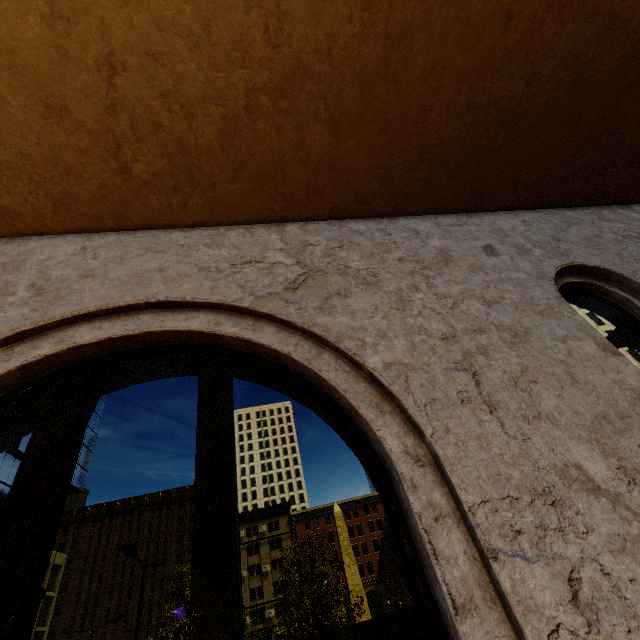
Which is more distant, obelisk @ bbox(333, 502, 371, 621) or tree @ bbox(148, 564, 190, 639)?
obelisk @ bbox(333, 502, 371, 621)

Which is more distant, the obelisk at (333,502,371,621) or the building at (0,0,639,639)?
the obelisk at (333,502,371,621)

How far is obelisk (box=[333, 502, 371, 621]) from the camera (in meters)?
27.34

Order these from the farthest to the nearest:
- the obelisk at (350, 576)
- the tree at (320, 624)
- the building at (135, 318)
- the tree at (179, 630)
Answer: the obelisk at (350, 576) → the tree at (320, 624) → the tree at (179, 630) → the building at (135, 318)

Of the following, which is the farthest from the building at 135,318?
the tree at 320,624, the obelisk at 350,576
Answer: the obelisk at 350,576

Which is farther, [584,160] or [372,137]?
[584,160]

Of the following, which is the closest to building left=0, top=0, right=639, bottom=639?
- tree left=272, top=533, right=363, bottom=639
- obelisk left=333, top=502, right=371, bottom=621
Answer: tree left=272, top=533, right=363, bottom=639

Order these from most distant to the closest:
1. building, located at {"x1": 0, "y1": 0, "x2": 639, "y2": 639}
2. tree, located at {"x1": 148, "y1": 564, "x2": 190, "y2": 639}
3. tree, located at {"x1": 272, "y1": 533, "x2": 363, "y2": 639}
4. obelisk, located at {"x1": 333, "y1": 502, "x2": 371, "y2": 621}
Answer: obelisk, located at {"x1": 333, "y1": 502, "x2": 371, "y2": 621} → tree, located at {"x1": 272, "y1": 533, "x2": 363, "y2": 639} → tree, located at {"x1": 148, "y1": 564, "x2": 190, "y2": 639} → building, located at {"x1": 0, "y1": 0, "x2": 639, "y2": 639}
